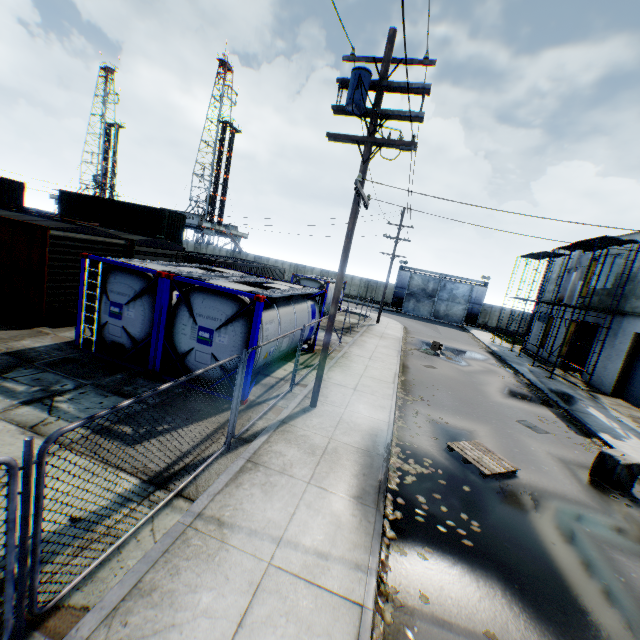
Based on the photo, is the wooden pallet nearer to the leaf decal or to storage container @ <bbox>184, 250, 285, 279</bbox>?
the leaf decal

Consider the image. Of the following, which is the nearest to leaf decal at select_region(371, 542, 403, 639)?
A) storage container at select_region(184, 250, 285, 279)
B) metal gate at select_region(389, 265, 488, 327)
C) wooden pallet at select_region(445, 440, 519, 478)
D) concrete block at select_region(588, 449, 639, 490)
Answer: wooden pallet at select_region(445, 440, 519, 478)

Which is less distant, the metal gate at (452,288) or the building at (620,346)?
the building at (620,346)

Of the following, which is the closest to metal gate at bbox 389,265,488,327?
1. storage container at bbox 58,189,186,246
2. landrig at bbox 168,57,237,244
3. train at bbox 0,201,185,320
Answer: storage container at bbox 58,189,186,246

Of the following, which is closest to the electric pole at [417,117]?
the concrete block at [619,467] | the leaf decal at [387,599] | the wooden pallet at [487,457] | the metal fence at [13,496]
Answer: the metal fence at [13,496]

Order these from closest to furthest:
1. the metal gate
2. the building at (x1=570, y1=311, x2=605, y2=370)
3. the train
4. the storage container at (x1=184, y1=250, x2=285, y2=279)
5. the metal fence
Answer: the metal fence → the train → the storage container at (x1=184, y1=250, x2=285, y2=279) → the building at (x1=570, y1=311, x2=605, y2=370) → the metal gate

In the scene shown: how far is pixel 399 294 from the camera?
44.84m

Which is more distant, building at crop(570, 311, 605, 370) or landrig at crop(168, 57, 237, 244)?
landrig at crop(168, 57, 237, 244)
